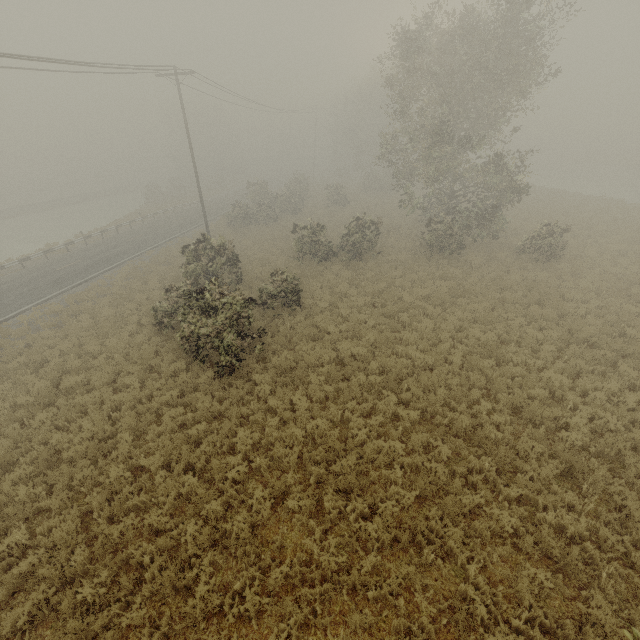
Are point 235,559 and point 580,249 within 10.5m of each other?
no
